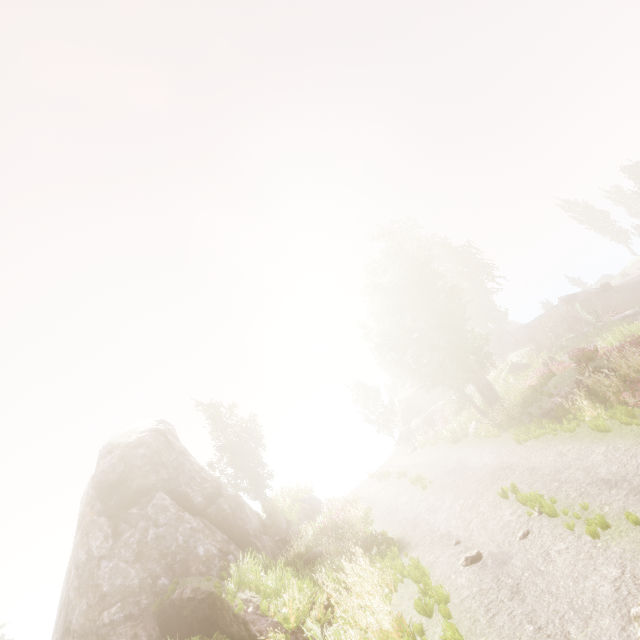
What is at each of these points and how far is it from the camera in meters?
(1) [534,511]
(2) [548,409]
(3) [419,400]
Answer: (1) instancedfoliageactor, 8.2 m
(2) rock, 14.3 m
(3) rock, 42.7 m

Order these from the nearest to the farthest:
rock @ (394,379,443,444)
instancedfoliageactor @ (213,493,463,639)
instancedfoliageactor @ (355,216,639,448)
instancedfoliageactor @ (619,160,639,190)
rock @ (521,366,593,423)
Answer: instancedfoliageactor @ (213,493,463,639)
instancedfoliageactor @ (355,216,639,448)
rock @ (521,366,593,423)
rock @ (394,379,443,444)
instancedfoliageactor @ (619,160,639,190)

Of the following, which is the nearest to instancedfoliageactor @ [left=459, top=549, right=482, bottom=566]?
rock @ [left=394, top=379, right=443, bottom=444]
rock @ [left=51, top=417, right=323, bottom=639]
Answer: rock @ [left=51, top=417, right=323, bottom=639]

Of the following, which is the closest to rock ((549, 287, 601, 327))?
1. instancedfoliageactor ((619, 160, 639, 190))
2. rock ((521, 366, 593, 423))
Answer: instancedfoliageactor ((619, 160, 639, 190))

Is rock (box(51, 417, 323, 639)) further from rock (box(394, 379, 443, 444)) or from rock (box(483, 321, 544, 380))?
rock (box(483, 321, 544, 380))

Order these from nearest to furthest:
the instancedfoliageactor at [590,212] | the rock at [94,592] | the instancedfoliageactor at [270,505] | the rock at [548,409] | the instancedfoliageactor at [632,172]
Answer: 1. the rock at [94,592]
2. the rock at [548,409]
3. the instancedfoliageactor at [270,505]
4. the instancedfoliageactor at [632,172]
5. the instancedfoliageactor at [590,212]

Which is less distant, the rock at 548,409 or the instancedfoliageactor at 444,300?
the instancedfoliageactor at 444,300

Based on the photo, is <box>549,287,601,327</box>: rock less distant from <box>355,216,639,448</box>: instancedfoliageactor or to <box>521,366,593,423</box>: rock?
<box>355,216,639,448</box>: instancedfoliageactor
